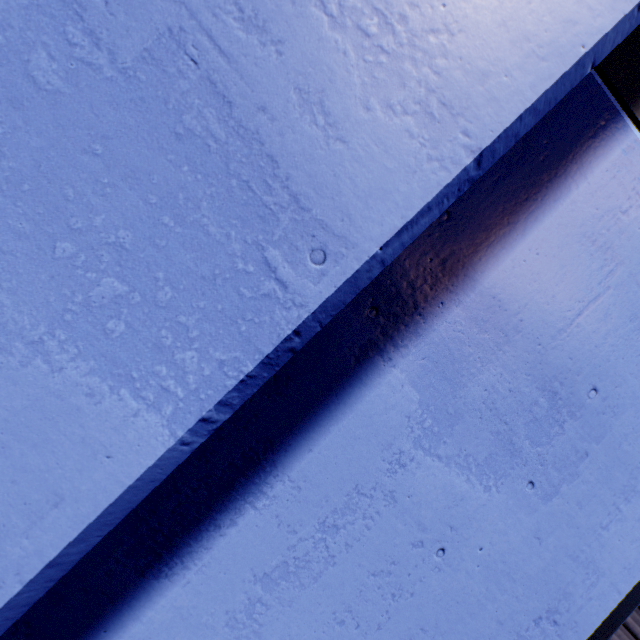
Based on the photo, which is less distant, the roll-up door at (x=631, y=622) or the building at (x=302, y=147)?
the building at (x=302, y=147)

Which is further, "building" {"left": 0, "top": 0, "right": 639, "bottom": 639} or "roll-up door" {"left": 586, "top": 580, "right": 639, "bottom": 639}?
"roll-up door" {"left": 586, "top": 580, "right": 639, "bottom": 639}

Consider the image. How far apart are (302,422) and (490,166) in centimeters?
104cm
